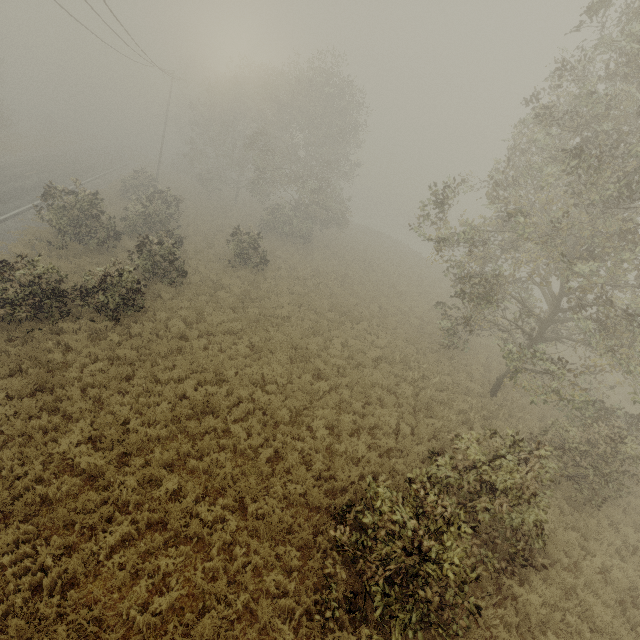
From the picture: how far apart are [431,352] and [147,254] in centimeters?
1528cm
